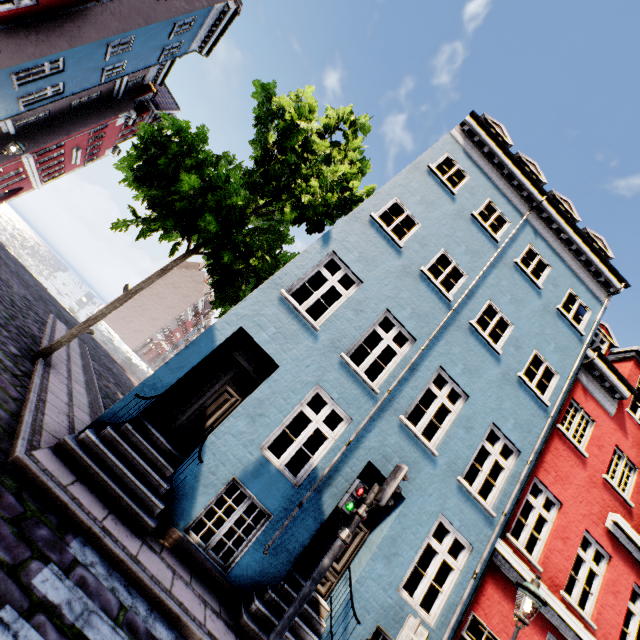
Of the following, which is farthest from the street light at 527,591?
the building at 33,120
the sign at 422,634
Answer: the sign at 422,634

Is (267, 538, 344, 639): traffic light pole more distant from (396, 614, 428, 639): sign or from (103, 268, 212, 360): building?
(396, 614, 428, 639): sign

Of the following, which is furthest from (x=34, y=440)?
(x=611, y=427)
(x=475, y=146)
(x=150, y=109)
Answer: (x=150, y=109)

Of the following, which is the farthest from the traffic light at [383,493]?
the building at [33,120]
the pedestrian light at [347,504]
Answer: the building at [33,120]

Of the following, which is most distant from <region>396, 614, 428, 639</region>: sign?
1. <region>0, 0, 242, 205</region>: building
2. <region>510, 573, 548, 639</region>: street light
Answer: <region>510, 573, 548, 639</region>: street light

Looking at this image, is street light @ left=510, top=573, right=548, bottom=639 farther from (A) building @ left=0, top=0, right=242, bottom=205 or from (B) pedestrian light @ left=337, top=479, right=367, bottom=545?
(B) pedestrian light @ left=337, top=479, right=367, bottom=545

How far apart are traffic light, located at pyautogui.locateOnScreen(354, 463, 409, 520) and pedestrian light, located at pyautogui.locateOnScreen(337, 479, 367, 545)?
0.10m
